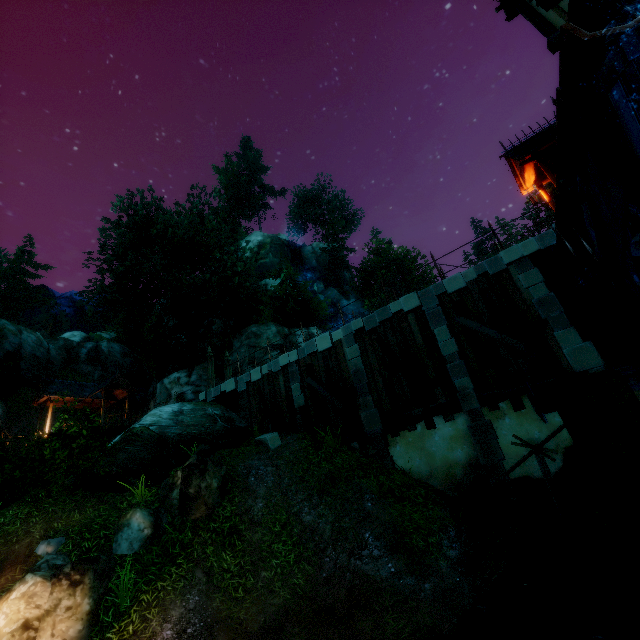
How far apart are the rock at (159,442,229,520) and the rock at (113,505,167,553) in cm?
12

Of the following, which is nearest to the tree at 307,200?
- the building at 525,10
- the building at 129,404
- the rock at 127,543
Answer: the building at 129,404

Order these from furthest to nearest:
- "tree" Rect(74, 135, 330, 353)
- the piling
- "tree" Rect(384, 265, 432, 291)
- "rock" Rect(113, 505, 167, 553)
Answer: "tree" Rect(384, 265, 432, 291) < "tree" Rect(74, 135, 330, 353) < "rock" Rect(113, 505, 167, 553) < the piling

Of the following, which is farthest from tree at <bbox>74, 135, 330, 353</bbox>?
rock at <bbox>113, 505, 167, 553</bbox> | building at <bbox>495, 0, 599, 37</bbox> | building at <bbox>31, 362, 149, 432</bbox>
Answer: rock at <bbox>113, 505, 167, 553</bbox>

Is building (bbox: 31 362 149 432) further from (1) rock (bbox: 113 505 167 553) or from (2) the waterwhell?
(2) the waterwhell

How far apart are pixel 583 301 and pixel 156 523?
13.5m

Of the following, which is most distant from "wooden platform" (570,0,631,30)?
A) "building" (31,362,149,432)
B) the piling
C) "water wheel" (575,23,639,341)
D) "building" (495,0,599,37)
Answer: "building" (31,362,149,432)

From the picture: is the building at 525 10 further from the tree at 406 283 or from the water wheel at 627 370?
the tree at 406 283
